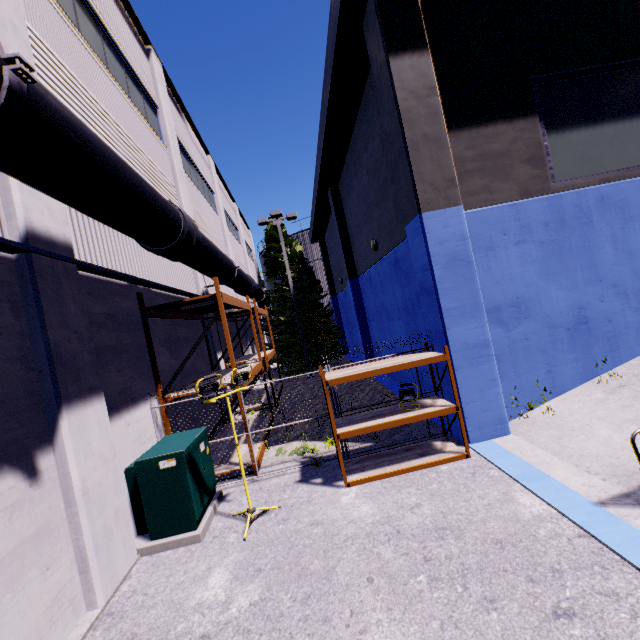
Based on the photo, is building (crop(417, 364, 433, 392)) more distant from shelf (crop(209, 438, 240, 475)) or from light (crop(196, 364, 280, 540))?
light (crop(196, 364, 280, 540))

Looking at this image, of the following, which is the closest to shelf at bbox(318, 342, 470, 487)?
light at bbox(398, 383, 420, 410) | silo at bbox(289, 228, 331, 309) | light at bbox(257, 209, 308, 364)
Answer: light at bbox(398, 383, 420, 410)

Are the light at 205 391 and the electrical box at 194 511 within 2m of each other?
yes

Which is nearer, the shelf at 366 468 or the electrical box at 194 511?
the electrical box at 194 511

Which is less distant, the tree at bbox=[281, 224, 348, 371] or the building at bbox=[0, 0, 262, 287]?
the building at bbox=[0, 0, 262, 287]

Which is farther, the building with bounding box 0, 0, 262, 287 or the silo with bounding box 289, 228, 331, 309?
the silo with bounding box 289, 228, 331, 309

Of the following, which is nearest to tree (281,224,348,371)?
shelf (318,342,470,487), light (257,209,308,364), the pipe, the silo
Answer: light (257,209,308,364)

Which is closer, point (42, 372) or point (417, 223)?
point (42, 372)
